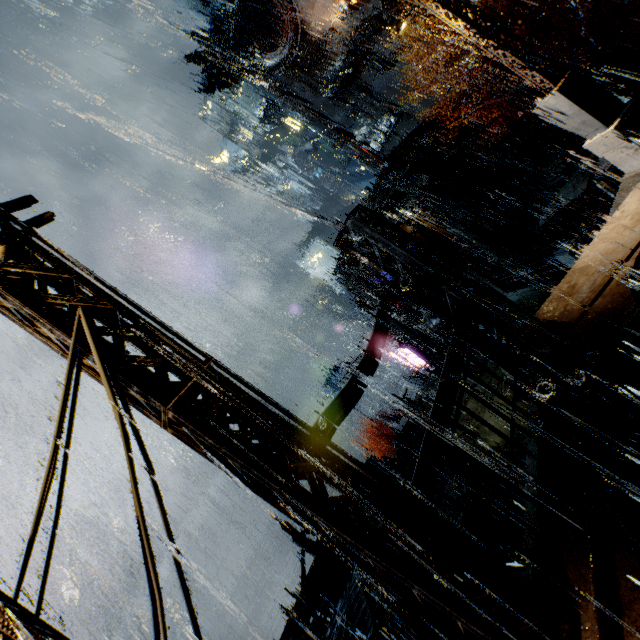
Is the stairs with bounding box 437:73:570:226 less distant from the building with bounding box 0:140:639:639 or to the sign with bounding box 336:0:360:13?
the building with bounding box 0:140:639:639

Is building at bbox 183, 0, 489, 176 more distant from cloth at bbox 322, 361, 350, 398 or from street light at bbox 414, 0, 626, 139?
cloth at bbox 322, 361, 350, 398

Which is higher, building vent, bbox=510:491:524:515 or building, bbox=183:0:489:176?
building, bbox=183:0:489:176

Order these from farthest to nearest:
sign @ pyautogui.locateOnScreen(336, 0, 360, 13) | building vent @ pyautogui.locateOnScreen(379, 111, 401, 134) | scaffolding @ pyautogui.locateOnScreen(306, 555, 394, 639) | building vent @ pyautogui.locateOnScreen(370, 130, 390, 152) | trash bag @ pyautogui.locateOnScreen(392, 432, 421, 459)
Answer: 1. building vent @ pyautogui.locateOnScreen(370, 130, 390, 152)
2. building vent @ pyautogui.locateOnScreen(379, 111, 401, 134)
3. sign @ pyautogui.locateOnScreen(336, 0, 360, 13)
4. trash bag @ pyautogui.locateOnScreen(392, 432, 421, 459)
5. scaffolding @ pyautogui.locateOnScreen(306, 555, 394, 639)

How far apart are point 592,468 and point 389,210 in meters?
22.5 m

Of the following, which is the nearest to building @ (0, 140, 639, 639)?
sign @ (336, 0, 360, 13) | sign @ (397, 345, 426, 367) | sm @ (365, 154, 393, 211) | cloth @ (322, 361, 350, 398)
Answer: sm @ (365, 154, 393, 211)

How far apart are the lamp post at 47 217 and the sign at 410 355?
29.1 meters

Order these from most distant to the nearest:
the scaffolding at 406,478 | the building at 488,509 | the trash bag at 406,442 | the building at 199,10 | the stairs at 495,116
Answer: the building at 199,10 < the stairs at 495,116 < the trash bag at 406,442 < the building at 488,509 < the scaffolding at 406,478
